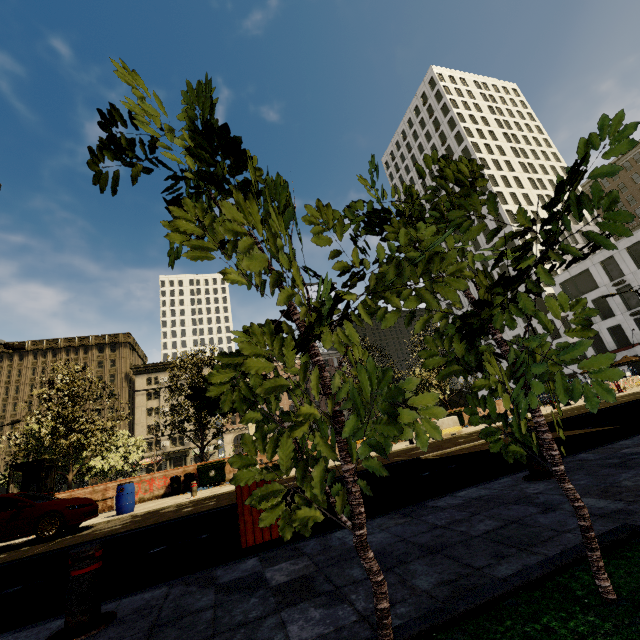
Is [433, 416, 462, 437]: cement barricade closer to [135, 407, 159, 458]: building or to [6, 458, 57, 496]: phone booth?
[135, 407, 159, 458]: building

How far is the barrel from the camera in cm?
1162

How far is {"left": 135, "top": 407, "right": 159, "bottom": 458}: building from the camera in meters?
58.0

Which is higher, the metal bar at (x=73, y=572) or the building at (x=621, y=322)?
the building at (x=621, y=322)

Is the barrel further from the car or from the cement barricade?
the cement barricade

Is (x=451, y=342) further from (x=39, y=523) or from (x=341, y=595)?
(x=39, y=523)

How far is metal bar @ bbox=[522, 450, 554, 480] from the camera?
3.99m

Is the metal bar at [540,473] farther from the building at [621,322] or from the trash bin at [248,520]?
the building at [621,322]
